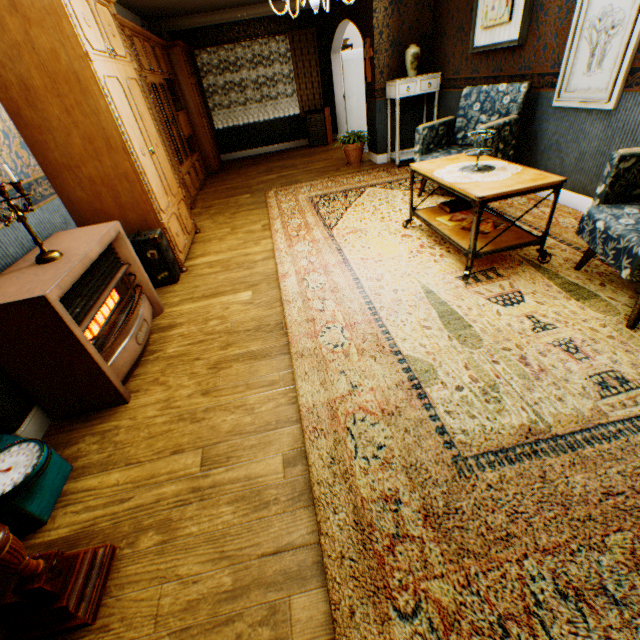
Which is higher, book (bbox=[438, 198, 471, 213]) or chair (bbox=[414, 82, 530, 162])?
chair (bbox=[414, 82, 530, 162])

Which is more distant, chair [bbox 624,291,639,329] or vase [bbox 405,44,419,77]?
vase [bbox 405,44,419,77]

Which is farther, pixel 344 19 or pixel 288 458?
pixel 344 19

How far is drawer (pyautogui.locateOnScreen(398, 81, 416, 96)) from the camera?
5.5 meters

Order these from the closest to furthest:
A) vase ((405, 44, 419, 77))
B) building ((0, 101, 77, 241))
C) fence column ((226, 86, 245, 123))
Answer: building ((0, 101, 77, 241)), vase ((405, 44, 419, 77)), fence column ((226, 86, 245, 123))

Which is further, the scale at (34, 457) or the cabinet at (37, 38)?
the cabinet at (37, 38)

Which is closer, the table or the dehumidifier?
the table

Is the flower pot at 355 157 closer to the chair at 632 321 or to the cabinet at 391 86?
the cabinet at 391 86
